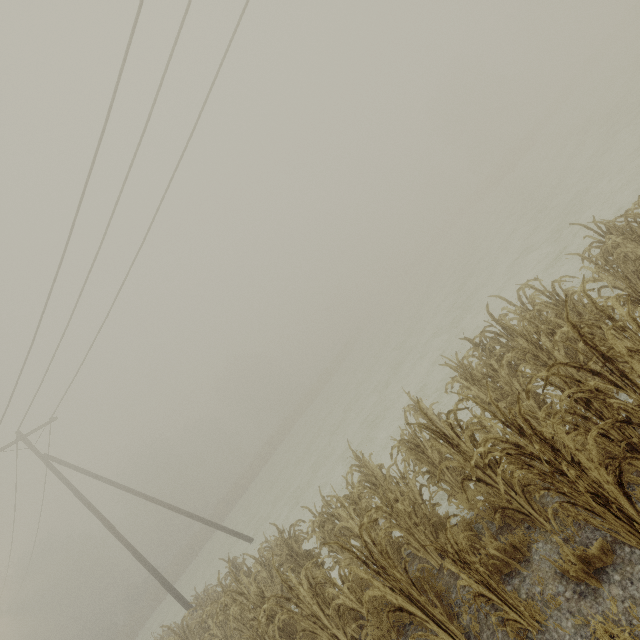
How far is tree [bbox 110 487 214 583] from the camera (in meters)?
34.53

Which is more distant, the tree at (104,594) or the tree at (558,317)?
the tree at (104,594)

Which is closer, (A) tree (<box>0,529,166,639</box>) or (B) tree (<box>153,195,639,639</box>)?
(B) tree (<box>153,195,639,639</box>)

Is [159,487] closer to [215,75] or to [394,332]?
[394,332]

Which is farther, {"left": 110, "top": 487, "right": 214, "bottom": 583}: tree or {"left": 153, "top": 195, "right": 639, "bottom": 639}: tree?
{"left": 110, "top": 487, "right": 214, "bottom": 583}: tree

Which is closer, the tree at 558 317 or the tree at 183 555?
the tree at 558 317

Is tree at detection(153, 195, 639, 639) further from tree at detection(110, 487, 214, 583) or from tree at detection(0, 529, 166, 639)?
tree at detection(0, 529, 166, 639)

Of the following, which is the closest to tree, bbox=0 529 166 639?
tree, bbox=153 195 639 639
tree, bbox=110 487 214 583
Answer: tree, bbox=110 487 214 583
